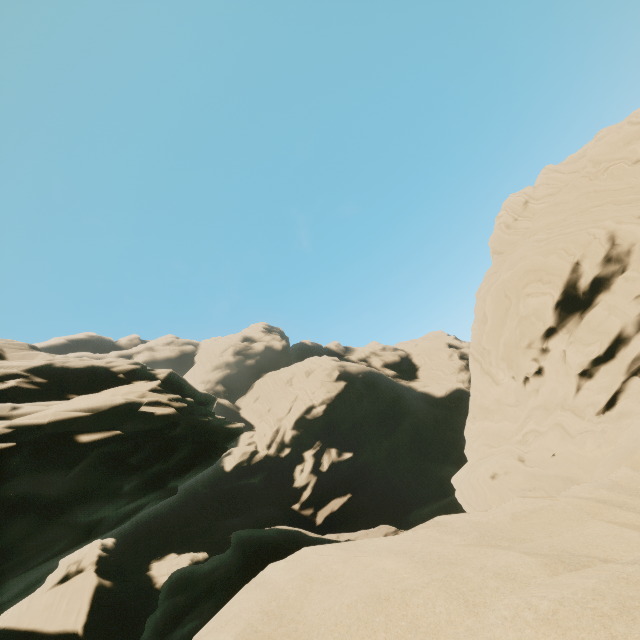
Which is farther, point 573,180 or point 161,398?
point 573,180
